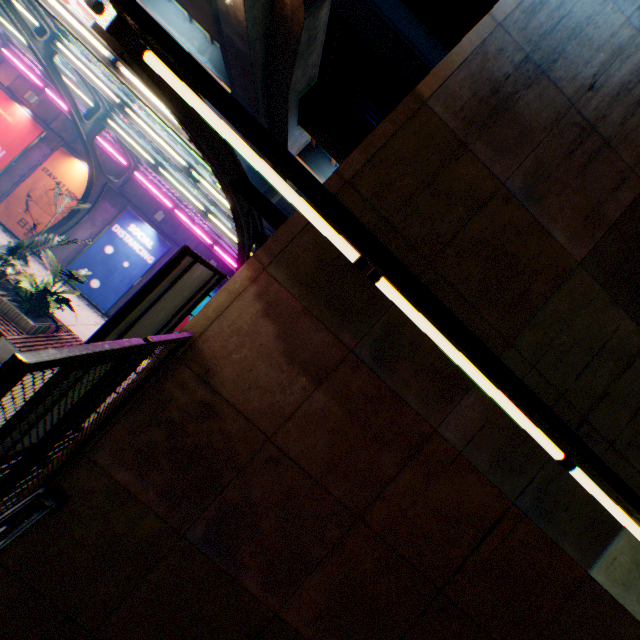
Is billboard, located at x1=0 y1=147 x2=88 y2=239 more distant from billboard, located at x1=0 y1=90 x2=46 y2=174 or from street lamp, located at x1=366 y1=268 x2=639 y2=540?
street lamp, located at x1=366 y1=268 x2=639 y2=540

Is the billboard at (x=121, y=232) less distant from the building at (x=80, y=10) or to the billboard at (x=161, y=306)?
the billboard at (x=161, y=306)

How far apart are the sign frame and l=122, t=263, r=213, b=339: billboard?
0.01m

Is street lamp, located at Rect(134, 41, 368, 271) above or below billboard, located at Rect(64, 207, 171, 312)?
above

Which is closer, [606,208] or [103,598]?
[103,598]

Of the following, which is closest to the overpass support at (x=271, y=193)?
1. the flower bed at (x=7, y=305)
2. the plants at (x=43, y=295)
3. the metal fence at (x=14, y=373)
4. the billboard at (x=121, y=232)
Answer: the metal fence at (x=14, y=373)

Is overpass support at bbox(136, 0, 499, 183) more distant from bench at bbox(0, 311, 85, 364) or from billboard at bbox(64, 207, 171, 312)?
bench at bbox(0, 311, 85, 364)

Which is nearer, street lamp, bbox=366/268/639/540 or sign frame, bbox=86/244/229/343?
street lamp, bbox=366/268/639/540
